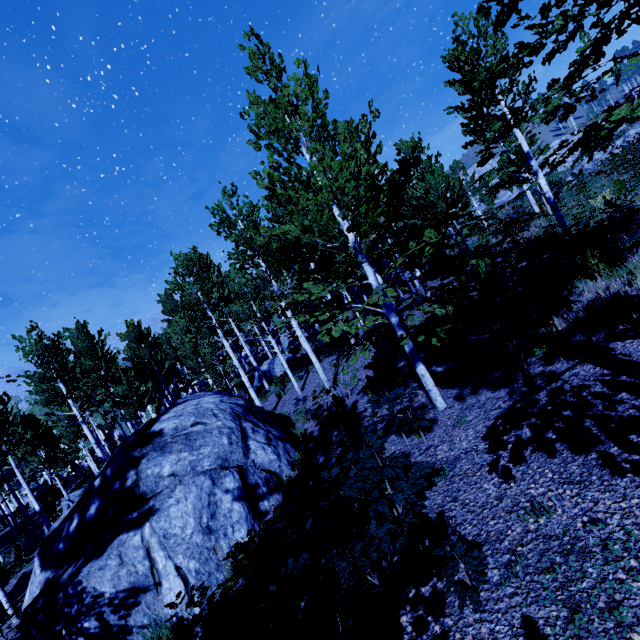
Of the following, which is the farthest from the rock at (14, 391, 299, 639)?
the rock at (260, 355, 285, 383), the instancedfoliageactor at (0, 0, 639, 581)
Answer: the rock at (260, 355, 285, 383)

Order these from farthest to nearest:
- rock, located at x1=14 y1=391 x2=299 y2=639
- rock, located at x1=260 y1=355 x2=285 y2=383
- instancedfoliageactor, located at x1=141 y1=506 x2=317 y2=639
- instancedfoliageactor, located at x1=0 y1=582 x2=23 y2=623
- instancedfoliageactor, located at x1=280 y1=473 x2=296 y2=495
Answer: rock, located at x1=260 y1=355 x2=285 y2=383, instancedfoliageactor, located at x1=0 y1=582 x2=23 y2=623, instancedfoliageactor, located at x1=280 y1=473 x2=296 y2=495, rock, located at x1=14 y1=391 x2=299 y2=639, instancedfoliageactor, located at x1=141 y1=506 x2=317 y2=639

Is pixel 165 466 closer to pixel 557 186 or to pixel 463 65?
pixel 463 65

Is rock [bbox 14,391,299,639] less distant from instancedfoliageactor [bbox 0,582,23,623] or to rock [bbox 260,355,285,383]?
instancedfoliageactor [bbox 0,582,23,623]

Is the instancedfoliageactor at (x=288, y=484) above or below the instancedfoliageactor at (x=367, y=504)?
below

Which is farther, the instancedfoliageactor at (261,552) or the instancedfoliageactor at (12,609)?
the instancedfoliageactor at (12,609)

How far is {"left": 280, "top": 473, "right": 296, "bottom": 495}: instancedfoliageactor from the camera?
7.92m
